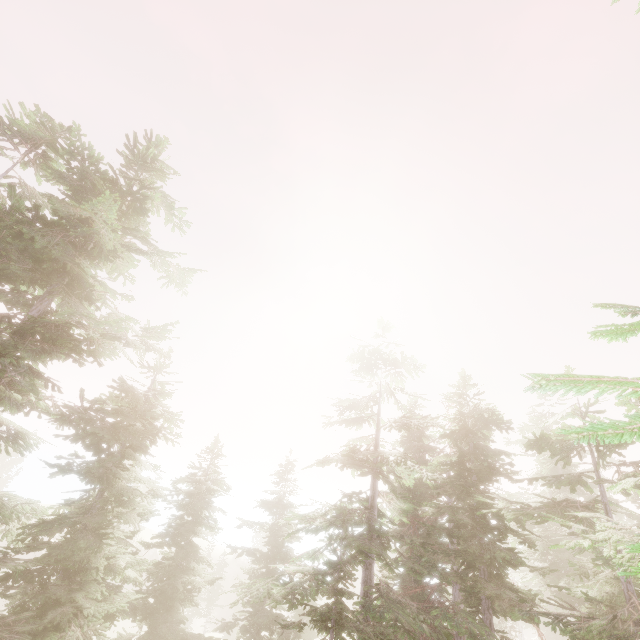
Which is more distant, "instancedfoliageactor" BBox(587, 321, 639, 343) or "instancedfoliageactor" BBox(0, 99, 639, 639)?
"instancedfoliageactor" BBox(0, 99, 639, 639)

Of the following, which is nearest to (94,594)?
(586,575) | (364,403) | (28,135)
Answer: (364,403)

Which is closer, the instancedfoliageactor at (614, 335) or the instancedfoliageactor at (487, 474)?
the instancedfoliageactor at (614, 335)
